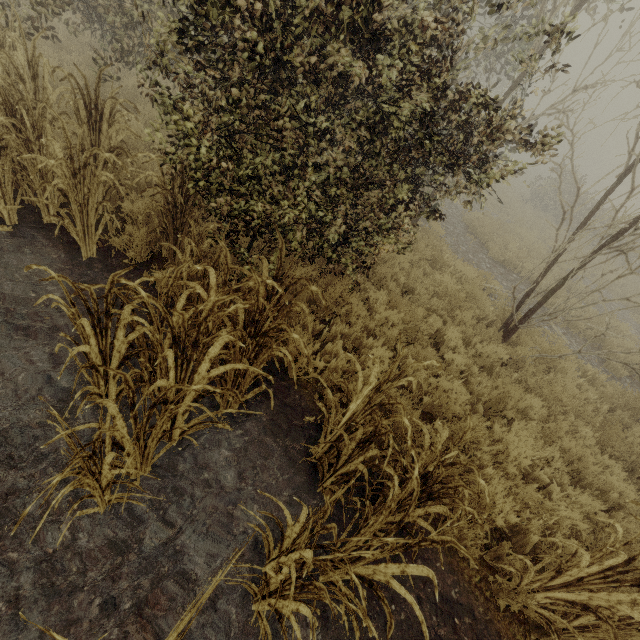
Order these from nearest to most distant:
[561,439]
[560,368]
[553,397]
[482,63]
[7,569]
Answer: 1. [7,569]
2. [561,439]
3. [553,397]
4. [560,368]
5. [482,63]

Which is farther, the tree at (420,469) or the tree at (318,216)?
the tree at (318,216)

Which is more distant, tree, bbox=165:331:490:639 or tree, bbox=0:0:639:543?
tree, bbox=0:0:639:543
